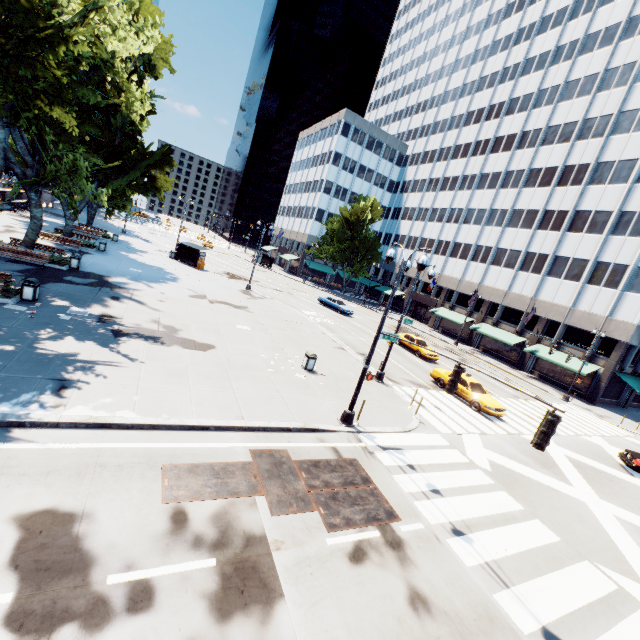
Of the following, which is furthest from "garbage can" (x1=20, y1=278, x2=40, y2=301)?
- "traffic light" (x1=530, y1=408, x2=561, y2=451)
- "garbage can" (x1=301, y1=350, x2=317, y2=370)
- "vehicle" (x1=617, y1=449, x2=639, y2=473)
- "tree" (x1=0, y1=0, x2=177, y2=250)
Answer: "vehicle" (x1=617, y1=449, x2=639, y2=473)

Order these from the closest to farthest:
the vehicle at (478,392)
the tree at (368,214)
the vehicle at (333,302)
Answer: the vehicle at (478,392) < the vehicle at (333,302) < the tree at (368,214)

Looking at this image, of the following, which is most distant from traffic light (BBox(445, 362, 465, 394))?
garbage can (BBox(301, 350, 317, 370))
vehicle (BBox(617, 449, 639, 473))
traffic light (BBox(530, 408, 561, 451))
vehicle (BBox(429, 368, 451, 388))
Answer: vehicle (BBox(617, 449, 639, 473))

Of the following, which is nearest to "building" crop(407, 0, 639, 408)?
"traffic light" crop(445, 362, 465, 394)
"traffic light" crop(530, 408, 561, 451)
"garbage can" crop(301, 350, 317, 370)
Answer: "garbage can" crop(301, 350, 317, 370)

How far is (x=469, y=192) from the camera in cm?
5194

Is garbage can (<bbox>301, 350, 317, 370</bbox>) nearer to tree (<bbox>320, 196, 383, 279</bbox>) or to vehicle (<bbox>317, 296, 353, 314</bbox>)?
tree (<bbox>320, 196, 383, 279</bbox>)

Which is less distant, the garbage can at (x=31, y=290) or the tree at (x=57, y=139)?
the tree at (x=57, y=139)

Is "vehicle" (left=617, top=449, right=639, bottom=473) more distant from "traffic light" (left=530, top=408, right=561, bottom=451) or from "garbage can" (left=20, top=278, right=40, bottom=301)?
"garbage can" (left=20, top=278, right=40, bottom=301)
